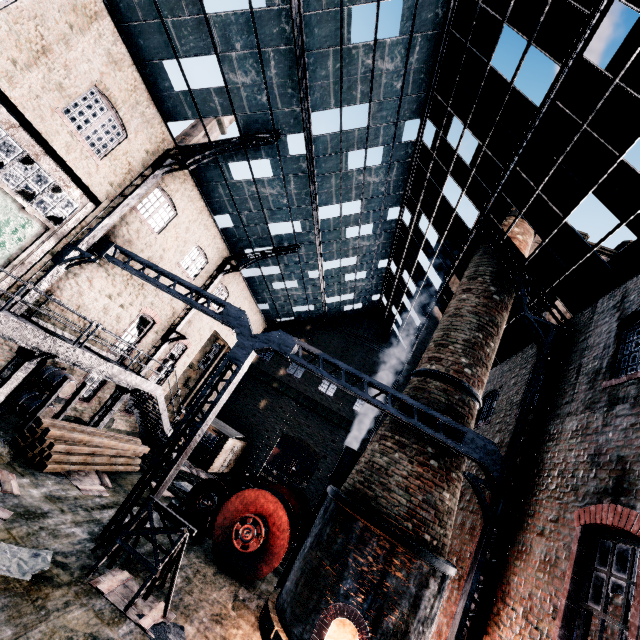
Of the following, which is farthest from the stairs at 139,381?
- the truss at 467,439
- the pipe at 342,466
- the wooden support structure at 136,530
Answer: the pipe at 342,466

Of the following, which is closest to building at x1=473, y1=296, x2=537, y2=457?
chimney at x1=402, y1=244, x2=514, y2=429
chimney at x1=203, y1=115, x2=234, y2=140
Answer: chimney at x1=402, y1=244, x2=514, y2=429

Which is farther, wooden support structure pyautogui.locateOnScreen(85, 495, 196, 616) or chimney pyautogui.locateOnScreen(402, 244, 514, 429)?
chimney pyautogui.locateOnScreen(402, 244, 514, 429)

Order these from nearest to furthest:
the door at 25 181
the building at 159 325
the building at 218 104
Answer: the building at 218 104
the door at 25 181
the building at 159 325

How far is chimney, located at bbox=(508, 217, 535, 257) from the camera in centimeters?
1470cm

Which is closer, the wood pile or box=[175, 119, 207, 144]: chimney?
the wood pile

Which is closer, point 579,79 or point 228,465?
point 579,79

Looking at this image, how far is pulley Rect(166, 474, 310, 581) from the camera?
11.5m
